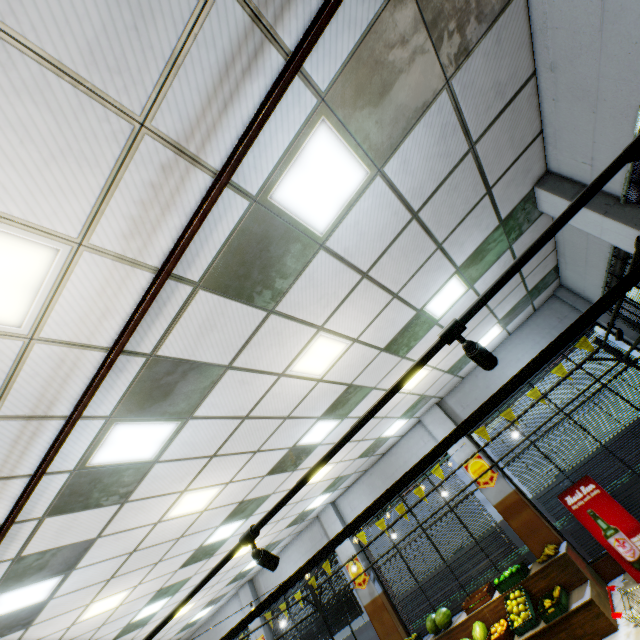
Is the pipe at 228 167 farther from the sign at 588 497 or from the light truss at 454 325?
the sign at 588 497

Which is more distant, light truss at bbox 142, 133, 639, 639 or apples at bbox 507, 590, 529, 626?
apples at bbox 507, 590, 529, 626

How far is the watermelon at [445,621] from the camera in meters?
7.6 m

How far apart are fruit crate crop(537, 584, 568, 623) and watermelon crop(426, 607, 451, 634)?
2.4m

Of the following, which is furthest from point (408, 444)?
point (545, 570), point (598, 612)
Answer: point (598, 612)

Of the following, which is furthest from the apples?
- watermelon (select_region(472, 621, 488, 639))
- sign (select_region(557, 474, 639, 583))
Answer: sign (select_region(557, 474, 639, 583))

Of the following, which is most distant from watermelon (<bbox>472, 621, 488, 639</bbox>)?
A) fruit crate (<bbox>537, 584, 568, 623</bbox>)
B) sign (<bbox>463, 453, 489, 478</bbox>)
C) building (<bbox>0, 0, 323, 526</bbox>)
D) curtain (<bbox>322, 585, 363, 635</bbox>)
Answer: curtain (<bbox>322, 585, 363, 635</bbox>)

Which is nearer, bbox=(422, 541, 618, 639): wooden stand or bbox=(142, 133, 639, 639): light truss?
bbox=(142, 133, 639, 639): light truss
